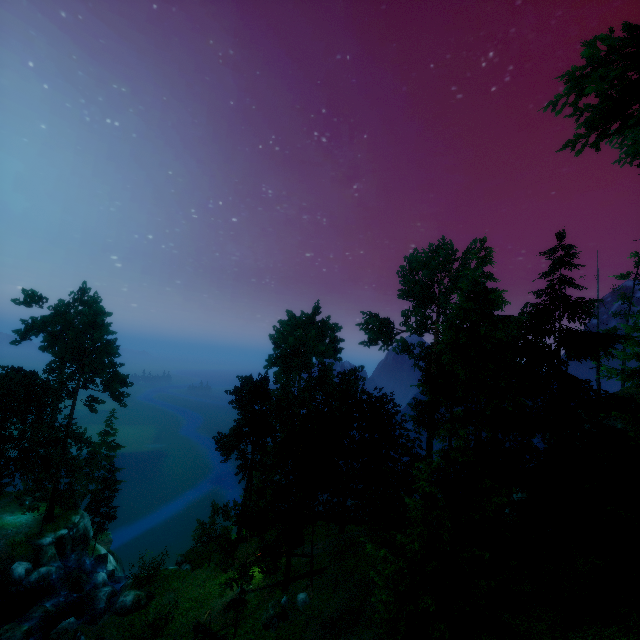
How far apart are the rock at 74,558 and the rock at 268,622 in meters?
24.9

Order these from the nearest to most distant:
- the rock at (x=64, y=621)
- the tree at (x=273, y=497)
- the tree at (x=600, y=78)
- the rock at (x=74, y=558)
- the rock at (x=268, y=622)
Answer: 1. the tree at (x=600, y=78)
2. the tree at (x=273, y=497)
3. the rock at (x=268, y=622)
4. the rock at (x=64, y=621)
5. the rock at (x=74, y=558)

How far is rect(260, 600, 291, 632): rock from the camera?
19.6 meters

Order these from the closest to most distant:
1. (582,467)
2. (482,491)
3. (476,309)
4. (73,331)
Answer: (582,467) < (482,491) < (476,309) < (73,331)

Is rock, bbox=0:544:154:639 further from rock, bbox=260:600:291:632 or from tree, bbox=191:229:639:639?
rock, bbox=260:600:291:632

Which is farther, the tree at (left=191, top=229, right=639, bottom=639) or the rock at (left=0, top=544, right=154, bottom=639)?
the rock at (left=0, top=544, right=154, bottom=639)

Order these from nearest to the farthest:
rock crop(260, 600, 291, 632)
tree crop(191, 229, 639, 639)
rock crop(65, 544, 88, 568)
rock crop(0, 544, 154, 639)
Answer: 1. tree crop(191, 229, 639, 639)
2. rock crop(260, 600, 291, 632)
3. rock crop(0, 544, 154, 639)
4. rock crop(65, 544, 88, 568)

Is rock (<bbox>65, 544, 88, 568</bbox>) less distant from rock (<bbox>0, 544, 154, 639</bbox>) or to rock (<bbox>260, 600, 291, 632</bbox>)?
rock (<bbox>0, 544, 154, 639</bbox>)
